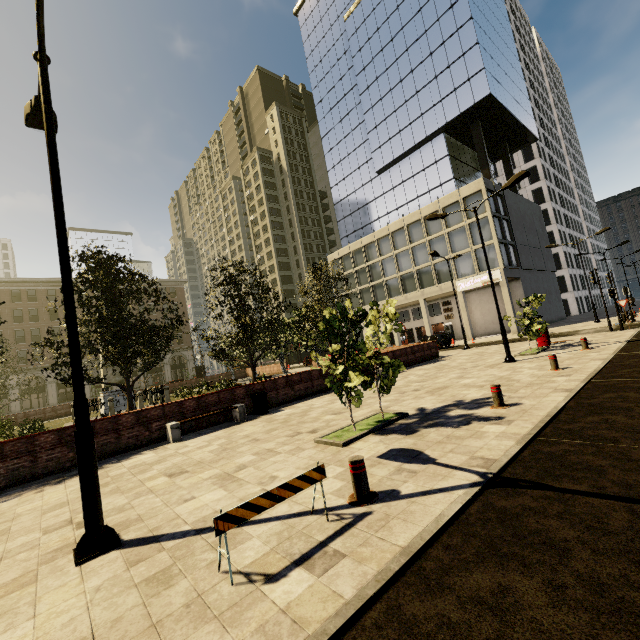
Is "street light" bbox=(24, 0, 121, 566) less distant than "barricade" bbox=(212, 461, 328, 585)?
No

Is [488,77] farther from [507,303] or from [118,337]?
[118,337]

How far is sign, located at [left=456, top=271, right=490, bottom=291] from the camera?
34.6 meters

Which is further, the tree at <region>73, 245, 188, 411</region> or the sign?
the sign

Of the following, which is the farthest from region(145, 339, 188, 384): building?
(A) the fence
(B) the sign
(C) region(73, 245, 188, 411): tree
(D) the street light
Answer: (D) the street light

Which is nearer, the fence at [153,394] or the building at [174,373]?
the fence at [153,394]

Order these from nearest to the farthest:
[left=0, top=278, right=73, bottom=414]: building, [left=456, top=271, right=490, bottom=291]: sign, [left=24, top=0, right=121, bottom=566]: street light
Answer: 1. [left=24, top=0, right=121, bottom=566]: street light
2. [left=456, top=271, right=490, bottom=291]: sign
3. [left=0, top=278, right=73, bottom=414]: building

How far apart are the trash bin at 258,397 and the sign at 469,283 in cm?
3018
